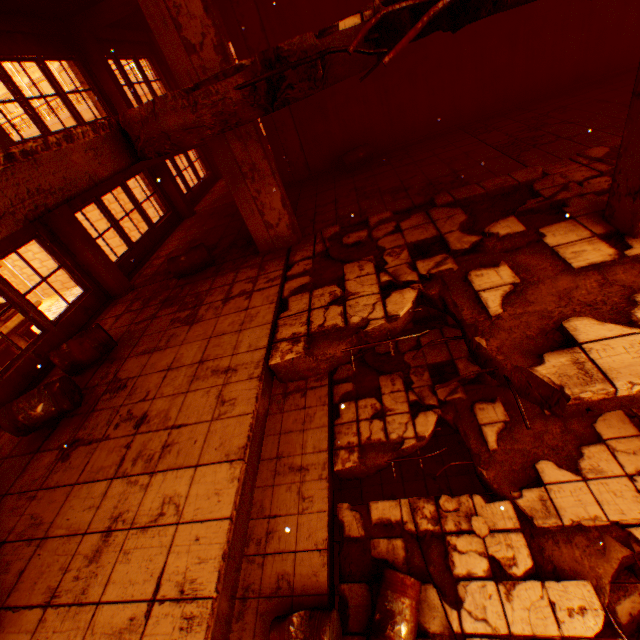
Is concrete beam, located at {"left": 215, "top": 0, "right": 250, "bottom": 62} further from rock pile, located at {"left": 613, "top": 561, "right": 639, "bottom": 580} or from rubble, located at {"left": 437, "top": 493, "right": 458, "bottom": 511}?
rock pile, located at {"left": 613, "top": 561, "right": 639, "bottom": 580}

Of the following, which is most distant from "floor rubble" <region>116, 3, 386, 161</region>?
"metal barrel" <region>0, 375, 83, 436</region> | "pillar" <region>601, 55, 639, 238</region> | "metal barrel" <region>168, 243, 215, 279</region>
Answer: "metal barrel" <region>0, 375, 83, 436</region>

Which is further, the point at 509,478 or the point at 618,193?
the point at 509,478

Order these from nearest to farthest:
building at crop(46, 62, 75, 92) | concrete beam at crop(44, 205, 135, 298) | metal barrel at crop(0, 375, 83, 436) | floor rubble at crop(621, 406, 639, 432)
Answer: metal barrel at crop(0, 375, 83, 436)
floor rubble at crop(621, 406, 639, 432)
concrete beam at crop(44, 205, 135, 298)
building at crop(46, 62, 75, 92)

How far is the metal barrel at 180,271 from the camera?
7.3 meters

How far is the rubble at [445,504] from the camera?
5.0 meters

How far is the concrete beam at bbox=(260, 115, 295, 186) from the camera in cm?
989

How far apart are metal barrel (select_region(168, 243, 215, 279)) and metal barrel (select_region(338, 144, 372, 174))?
4.93m
